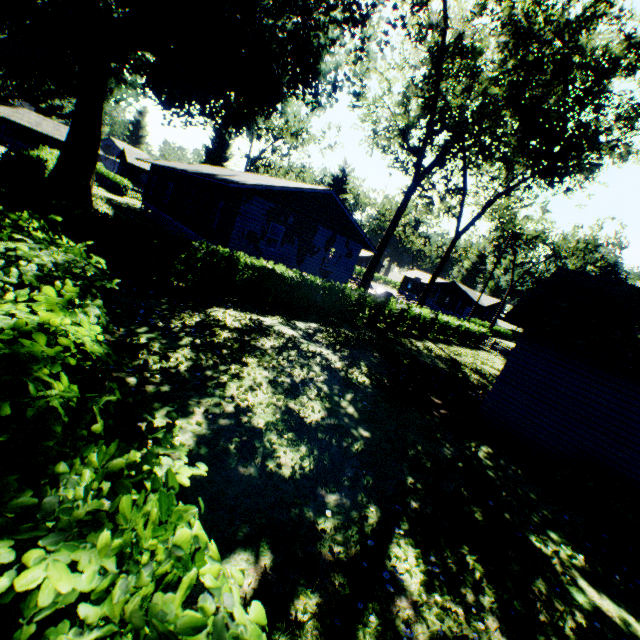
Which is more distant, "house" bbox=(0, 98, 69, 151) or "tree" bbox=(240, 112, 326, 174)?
"house" bbox=(0, 98, 69, 151)

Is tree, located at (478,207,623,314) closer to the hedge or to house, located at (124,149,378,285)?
house, located at (124,149,378,285)

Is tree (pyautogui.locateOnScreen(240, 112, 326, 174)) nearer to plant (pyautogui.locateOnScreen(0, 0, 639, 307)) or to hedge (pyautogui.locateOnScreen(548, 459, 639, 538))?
plant (pyautogui.locateOnScreen(0, 0, 639, 307))

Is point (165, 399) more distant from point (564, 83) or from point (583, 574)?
point (564, 83)

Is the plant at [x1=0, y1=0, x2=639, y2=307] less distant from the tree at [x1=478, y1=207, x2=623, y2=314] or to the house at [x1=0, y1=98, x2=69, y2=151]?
the house at [x1=0, y1=98, x2=69, y2=151]

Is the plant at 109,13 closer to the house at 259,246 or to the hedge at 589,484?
the house at 259,246

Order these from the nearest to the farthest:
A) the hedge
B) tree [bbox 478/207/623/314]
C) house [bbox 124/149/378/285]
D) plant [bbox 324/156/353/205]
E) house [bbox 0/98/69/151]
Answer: the hedge < house [bbox 124/149/378/285] < tree [bbox 478/207/623/314] < house [bbox 0/98/69/151] < plant [bbox 324/156/353/205]

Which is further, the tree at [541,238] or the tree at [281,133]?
the tree at [541,238]
